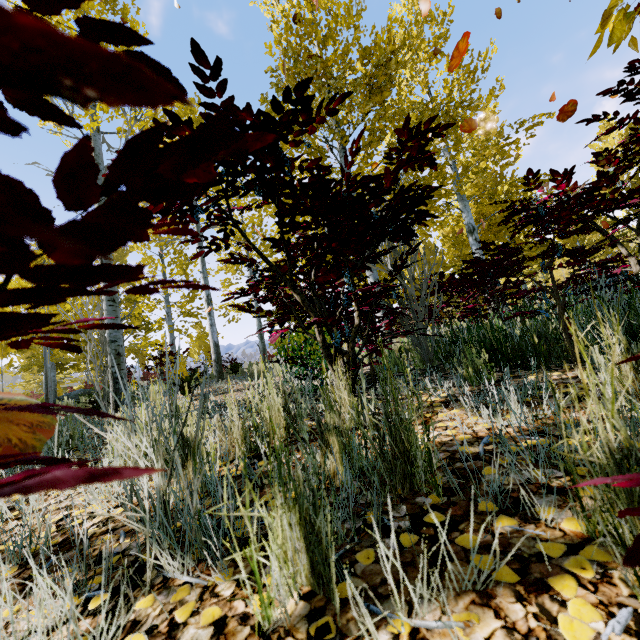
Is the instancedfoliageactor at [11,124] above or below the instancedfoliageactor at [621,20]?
below

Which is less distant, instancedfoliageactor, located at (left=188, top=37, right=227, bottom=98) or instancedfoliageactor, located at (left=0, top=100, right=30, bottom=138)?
instancedfoliageactor, located at (left=0, top=100, right=30, bottom=138)

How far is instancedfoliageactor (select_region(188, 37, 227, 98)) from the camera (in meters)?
1.37

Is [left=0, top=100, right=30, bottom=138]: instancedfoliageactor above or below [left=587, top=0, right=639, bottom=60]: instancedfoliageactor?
below

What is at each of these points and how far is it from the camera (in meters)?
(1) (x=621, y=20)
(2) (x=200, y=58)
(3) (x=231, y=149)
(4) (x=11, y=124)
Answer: (1) instancedfoliageactor, 0.95
(2) instancedfoliageactor, 1.40
(3) instancedfoliageactor, 0.57
(4) instancedfoliageactor, 0.21

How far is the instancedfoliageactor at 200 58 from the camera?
1.4 meters
